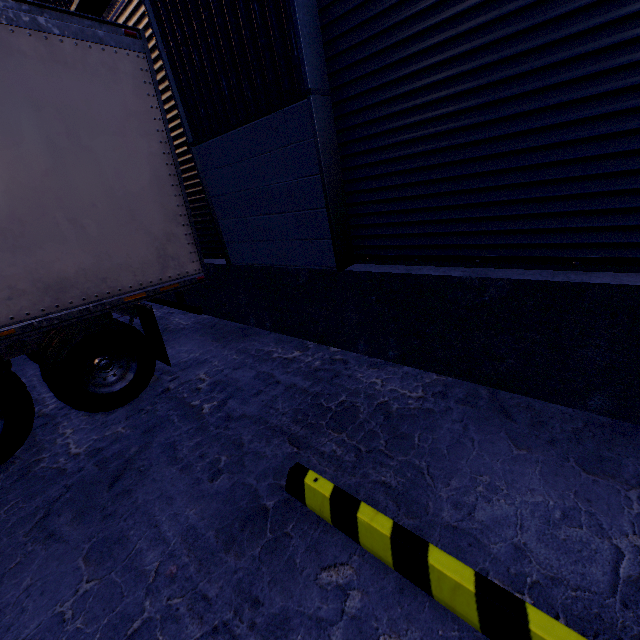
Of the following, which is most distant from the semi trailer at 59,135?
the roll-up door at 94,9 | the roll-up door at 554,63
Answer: the roll-up door at 554,63

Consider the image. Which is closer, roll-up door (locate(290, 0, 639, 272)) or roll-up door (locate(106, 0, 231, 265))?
roll-up door (locate(290, 0, 639, 272))

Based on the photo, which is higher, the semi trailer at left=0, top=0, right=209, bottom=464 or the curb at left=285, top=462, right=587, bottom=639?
the semi trailer at left=0, top=0, right=209, bottom=464

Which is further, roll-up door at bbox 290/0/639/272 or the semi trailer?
the semi trailer

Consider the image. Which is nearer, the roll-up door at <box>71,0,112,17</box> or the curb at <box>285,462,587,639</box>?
the curb at <box>285,462,587,639</box>

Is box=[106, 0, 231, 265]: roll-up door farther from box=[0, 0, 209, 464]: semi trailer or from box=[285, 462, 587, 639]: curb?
box=[285, 462, 587, 639]: curb

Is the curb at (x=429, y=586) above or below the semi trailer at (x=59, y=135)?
below

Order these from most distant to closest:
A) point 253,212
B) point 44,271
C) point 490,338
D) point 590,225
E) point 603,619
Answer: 1. point 253,212
2. point 44,271
3. point 490,338
4. point 590,225
5. point 603,619
